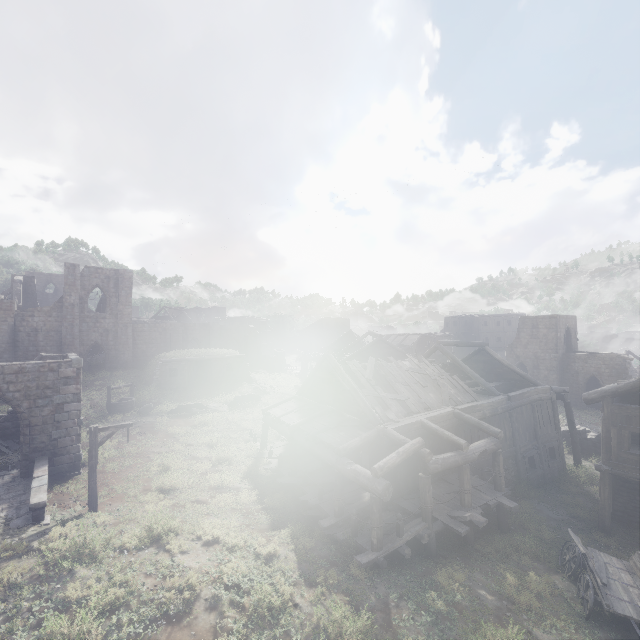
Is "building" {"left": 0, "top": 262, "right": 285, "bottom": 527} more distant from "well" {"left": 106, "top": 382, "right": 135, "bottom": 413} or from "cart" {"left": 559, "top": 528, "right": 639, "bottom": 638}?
"well" {"left": 106, "top": 382, "right": 135, "bottom": 413}

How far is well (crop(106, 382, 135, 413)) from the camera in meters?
24.5 m

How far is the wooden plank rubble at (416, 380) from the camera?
16.3m

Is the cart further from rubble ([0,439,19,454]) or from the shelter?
the shelter

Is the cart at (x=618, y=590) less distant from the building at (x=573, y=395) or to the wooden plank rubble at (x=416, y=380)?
the building at (x=573, y=395)

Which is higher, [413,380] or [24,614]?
[413,380]

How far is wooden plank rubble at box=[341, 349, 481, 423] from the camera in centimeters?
1628cm

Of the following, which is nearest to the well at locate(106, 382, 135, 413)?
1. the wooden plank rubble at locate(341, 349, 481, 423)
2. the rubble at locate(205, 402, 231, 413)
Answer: the rubble at locate(205, 402, 231, 413)
